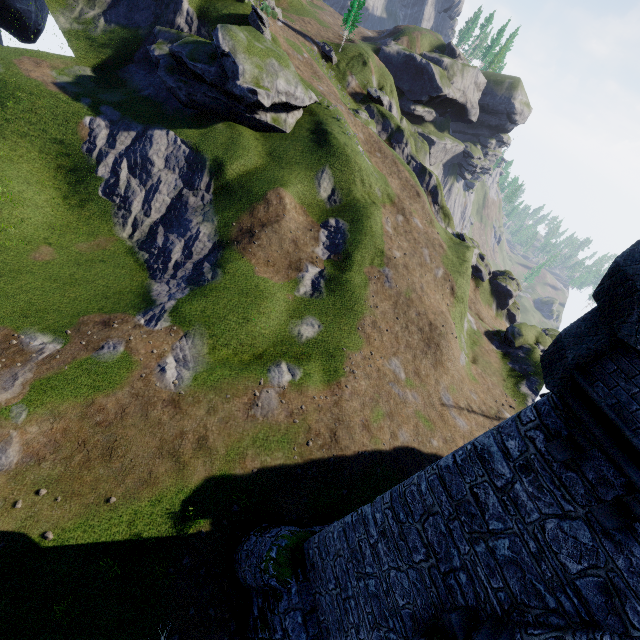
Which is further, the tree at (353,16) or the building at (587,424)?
the tree at (353,16)

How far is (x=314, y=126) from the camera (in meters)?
37.69

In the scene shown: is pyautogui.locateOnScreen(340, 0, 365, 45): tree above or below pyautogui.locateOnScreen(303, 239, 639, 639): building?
above

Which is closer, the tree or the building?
the building

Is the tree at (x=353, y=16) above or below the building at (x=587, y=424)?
above
